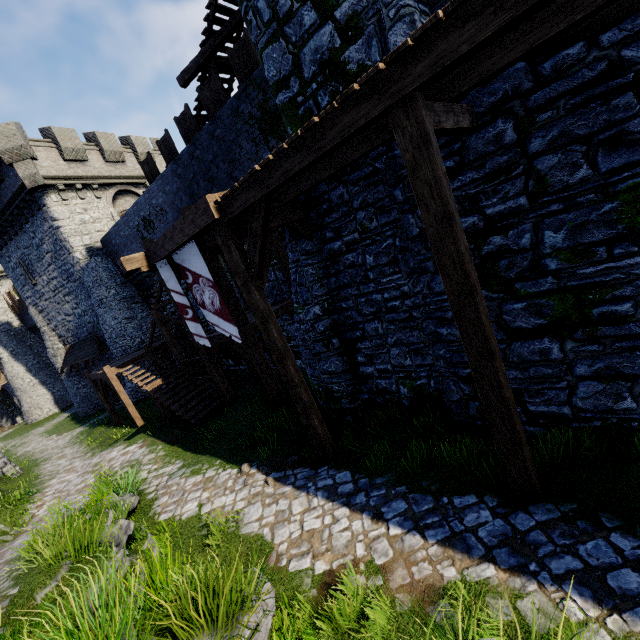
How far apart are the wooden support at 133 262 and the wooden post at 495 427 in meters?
7.2 m

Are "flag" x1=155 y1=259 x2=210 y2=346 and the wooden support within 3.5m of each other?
yes

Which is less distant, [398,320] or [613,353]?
[613,353]

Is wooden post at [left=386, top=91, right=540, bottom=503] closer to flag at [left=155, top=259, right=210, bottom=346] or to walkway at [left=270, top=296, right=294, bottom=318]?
walkway at [left=270, top=296, right=294, bottom=318]

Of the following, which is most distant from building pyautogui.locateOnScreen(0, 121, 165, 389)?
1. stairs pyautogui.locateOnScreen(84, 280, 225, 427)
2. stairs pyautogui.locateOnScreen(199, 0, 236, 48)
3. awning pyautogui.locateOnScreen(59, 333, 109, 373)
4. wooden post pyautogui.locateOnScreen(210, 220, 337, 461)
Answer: wooden post pyautogui.locateOnScreen(210, 220, 337, 461)

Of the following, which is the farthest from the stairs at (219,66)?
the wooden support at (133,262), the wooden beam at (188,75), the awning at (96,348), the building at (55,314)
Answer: the awning at (96,348)

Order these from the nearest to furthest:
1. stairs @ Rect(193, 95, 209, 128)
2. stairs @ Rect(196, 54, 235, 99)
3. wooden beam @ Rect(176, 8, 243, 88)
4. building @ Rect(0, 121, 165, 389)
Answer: wooden beam @ Rect(176, 8, 243, 88), stairs @ Rect(196, 54, 235, 99), stairs @ Rect(193, 95, 209, 128), building @ Rect(0, 121, 165, 389)

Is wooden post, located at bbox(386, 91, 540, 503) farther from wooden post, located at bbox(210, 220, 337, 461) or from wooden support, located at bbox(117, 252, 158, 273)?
wooden support, located at bbox(117, 252, 158, 273)
